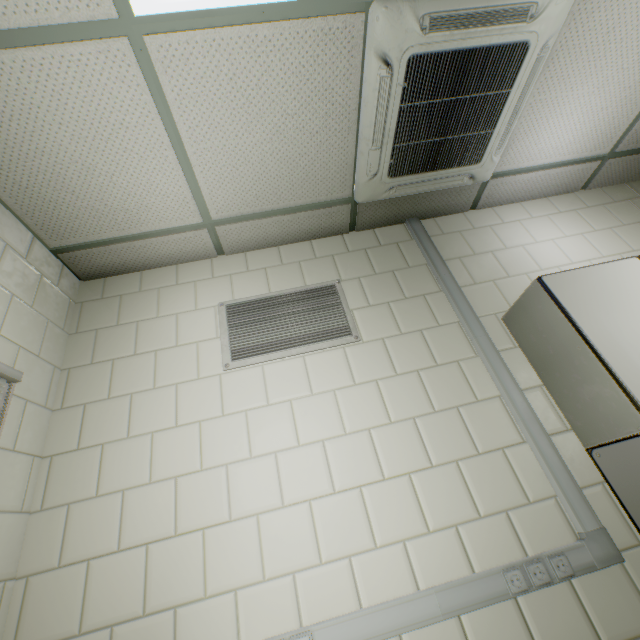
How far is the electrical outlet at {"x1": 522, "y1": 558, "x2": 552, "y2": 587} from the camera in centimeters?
130cm

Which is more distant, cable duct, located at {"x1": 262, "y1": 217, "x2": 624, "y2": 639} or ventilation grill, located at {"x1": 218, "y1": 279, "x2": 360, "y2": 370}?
ventilation grill, located at {"x1": 218, "y1": 279, "x2": 360, "y2": 370}

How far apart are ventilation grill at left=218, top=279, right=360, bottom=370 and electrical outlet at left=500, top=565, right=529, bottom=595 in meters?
1.2 m

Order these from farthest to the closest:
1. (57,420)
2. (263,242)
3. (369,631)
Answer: (263,242), (57,420), (369,631)

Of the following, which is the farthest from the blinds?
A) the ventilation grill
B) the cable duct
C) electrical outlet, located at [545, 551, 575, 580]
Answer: electrical outlet, located at [545, 551, 575, 580]

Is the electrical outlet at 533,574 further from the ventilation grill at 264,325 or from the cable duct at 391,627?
the ventilation grill at 264,325

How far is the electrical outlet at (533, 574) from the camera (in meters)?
1.30

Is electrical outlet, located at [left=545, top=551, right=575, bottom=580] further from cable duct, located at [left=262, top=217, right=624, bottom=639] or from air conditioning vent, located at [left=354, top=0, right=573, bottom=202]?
air conditioning vent, located at [left=354, top=0, right=573, bottom=202]
